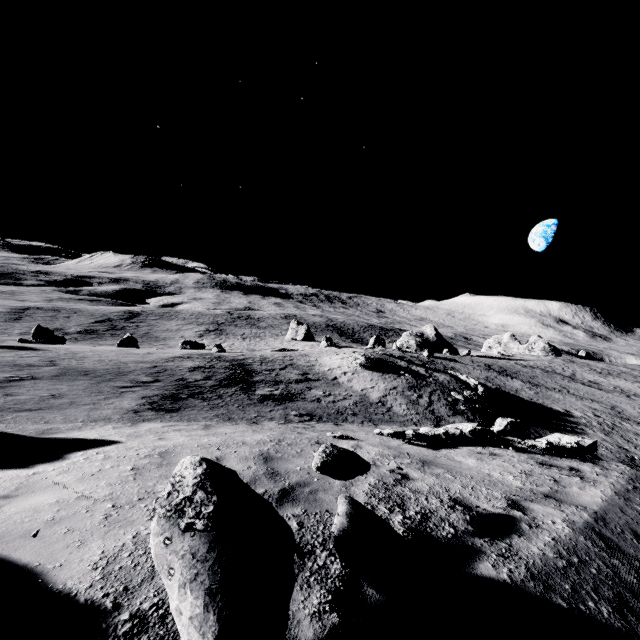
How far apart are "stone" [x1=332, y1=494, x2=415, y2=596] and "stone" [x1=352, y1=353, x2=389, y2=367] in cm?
2610

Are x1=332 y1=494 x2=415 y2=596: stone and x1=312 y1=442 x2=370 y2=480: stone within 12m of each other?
yes

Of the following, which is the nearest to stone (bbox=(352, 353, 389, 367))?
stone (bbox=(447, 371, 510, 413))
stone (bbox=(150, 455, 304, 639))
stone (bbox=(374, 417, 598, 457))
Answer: stone (bbox=(447, 371, 510, 413))

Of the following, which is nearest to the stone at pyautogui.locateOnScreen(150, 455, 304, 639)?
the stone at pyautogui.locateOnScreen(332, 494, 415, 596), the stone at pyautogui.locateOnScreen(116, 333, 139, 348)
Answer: the stone at pyautogui.locateOnScreen(332, 494, 415, 596)

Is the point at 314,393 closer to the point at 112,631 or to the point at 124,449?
the point at 124,449

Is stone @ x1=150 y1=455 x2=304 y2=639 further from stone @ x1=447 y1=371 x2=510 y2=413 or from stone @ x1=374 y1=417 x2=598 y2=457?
stone @ x1=447 y1=371 x2=510 y2=413

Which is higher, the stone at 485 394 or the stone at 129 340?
the stone at 485 394

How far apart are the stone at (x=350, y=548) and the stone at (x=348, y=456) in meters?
0.4
